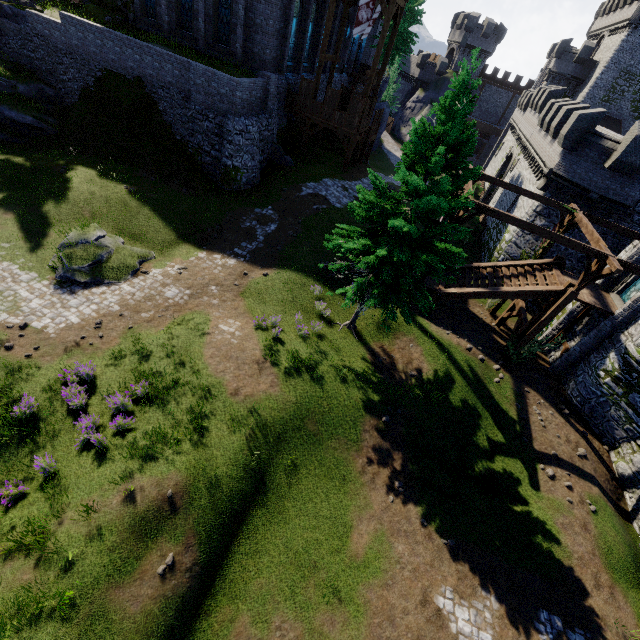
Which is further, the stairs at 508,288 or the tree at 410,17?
the tree at 410,17

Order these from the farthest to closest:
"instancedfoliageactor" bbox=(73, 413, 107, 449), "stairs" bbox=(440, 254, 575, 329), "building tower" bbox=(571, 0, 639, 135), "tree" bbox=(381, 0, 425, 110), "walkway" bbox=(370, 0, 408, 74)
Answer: "building tower" bbox=(571, 0, 639, 135)
"tree" bbox=(381, 0, 425, 110)
"walkway" bbox=(370, 0, 408, 74)
"stairs" bbox=(440, 254, 575, 329)
"instancedfoliageactor" bbox=(73, 413, 107, 449)

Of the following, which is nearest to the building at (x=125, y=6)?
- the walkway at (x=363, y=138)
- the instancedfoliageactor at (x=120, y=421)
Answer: the walkway at (x=363, y=138)

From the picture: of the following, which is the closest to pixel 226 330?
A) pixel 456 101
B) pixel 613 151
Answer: pixel 456 101

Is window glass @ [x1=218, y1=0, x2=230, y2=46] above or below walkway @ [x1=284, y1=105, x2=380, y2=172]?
above

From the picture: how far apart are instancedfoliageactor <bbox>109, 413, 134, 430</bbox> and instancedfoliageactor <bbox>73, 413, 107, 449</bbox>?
0.56m

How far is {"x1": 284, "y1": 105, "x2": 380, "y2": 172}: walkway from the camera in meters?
24.7 m
